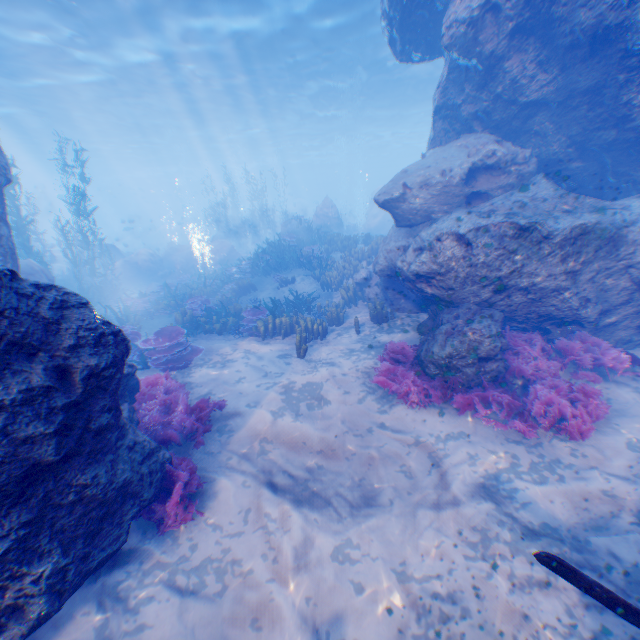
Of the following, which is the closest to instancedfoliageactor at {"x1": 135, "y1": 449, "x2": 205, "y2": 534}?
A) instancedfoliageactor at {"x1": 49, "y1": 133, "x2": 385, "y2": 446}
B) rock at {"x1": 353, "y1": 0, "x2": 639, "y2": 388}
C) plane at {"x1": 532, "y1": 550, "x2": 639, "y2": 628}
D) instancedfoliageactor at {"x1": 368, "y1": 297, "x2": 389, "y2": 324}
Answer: rock at {"x1": 353, "y1": 0, "x2": 639, "y2": 388}

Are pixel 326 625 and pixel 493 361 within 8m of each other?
yes

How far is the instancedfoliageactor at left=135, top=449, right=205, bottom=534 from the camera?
4.53m

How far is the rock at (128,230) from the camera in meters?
45.2 m

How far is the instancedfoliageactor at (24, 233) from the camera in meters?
12.6

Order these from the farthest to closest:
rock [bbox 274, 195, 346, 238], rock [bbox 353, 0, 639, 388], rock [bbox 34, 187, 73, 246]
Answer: rock [bbox 34, 187, 73, 246] < rock [bbox 274, 195, 346, 238] < rock [bbox 353, 0, 639, 388]

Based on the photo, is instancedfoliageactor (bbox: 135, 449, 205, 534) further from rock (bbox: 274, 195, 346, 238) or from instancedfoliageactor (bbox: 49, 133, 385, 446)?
instancedfoliageactor (bbox: 49, 133, 385, 446)

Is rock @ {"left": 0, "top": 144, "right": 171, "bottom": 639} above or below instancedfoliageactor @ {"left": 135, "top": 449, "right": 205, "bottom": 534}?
Answer: above
